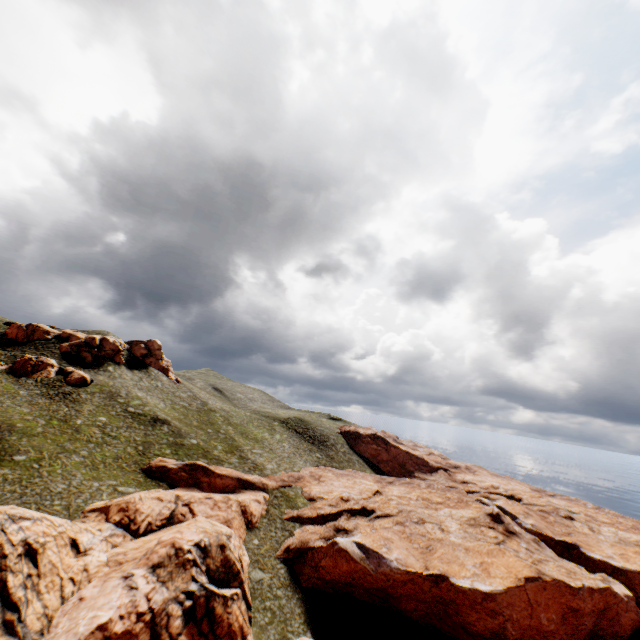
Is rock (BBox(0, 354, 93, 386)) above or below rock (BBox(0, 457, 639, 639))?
above

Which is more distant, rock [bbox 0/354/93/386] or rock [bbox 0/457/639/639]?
rock [bbox 0/354/93/386]

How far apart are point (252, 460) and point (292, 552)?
21.90m

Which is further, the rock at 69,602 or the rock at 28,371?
the rock at 28,371

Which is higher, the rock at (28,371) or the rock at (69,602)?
the rock at (28,371)
